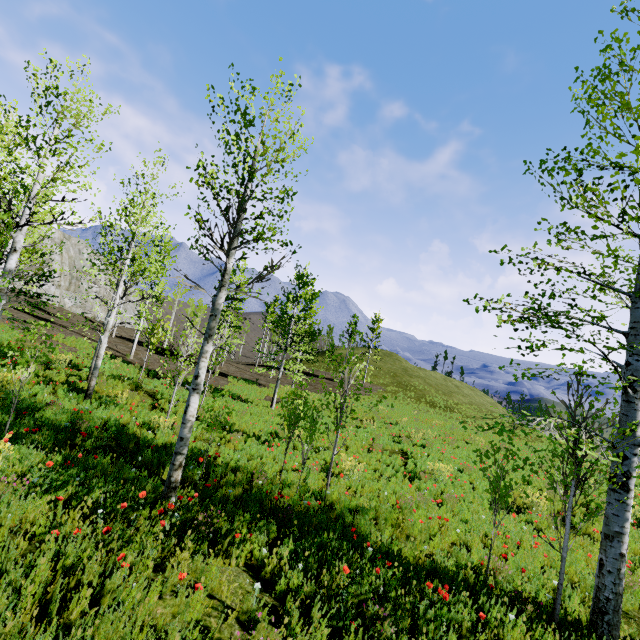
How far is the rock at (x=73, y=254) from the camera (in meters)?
37.94

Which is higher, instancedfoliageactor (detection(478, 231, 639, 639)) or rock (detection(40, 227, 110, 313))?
rock (detection(40, 227, 110, 313))

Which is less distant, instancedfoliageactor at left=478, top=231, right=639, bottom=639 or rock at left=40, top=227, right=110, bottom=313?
instancedfoliageactor at left=478, top=231, right=639, bottom=639

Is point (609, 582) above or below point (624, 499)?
below

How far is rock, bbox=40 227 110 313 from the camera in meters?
37.9 m

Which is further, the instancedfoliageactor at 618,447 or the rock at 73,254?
the rock at 73,254
